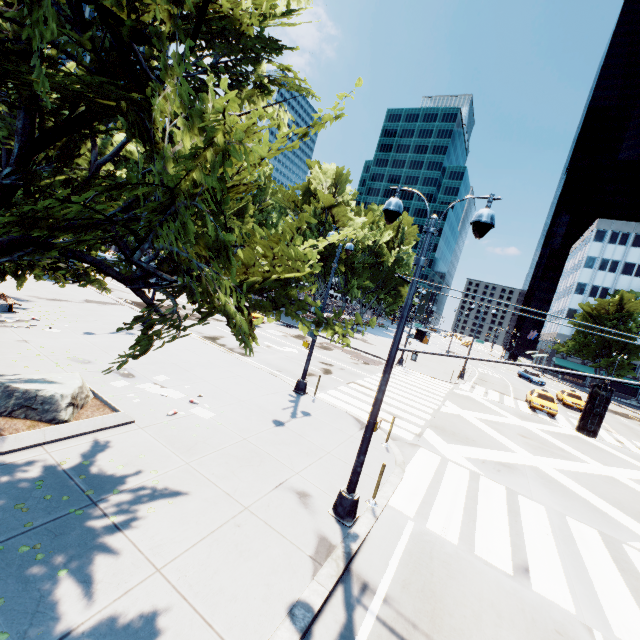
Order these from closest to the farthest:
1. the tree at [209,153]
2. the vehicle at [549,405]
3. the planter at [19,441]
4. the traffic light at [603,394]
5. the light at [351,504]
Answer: the tree at [209,153] < the traffic light at [603,394] < the planter at [19,441] < the light at [351,504] < the vehicle at [549,405]

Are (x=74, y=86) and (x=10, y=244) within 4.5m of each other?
yes

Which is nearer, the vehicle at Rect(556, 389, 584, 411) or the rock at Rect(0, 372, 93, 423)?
the rock at Rect(0, 372, 93, 423)

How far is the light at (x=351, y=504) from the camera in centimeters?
712cm

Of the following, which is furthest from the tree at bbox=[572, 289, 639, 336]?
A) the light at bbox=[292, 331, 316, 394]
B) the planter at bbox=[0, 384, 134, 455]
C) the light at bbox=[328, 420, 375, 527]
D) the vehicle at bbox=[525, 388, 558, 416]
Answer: the vehicle at bbox=[525, 388, 558, 416]

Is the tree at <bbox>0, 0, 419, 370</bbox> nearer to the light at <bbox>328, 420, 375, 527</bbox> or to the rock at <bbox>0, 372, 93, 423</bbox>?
the rock at <bbox>0, 372, 93, 423</bbox>

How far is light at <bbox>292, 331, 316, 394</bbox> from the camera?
14.5m

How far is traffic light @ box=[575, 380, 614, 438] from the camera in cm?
518
